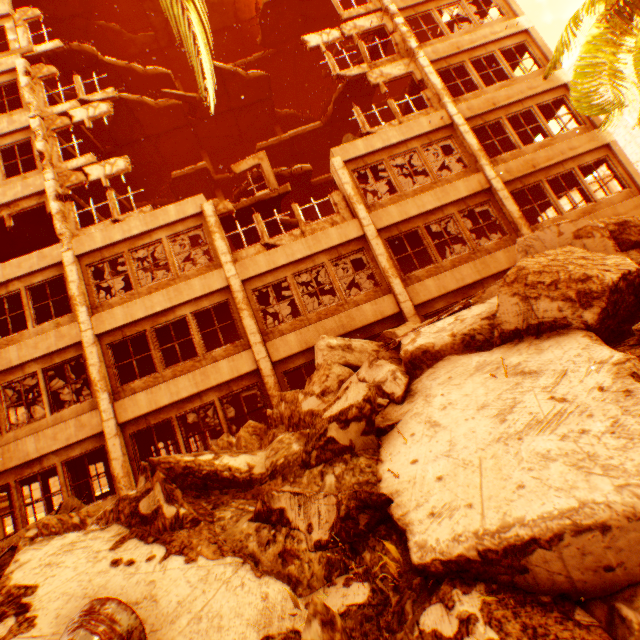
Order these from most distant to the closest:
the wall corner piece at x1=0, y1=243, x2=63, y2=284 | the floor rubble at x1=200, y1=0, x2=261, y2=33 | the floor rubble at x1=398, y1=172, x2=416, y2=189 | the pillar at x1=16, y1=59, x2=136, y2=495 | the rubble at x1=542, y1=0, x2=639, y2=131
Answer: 1. the floor rubble at x1=200, y1=0, x2=261, y2=33
2. the floor rubble at x1=398, y1=172, x2=416, y2=189
3. the wall corner piece at x1=0, y1=243, x2=63, y2=284
4. the pillar at x1=16, y1=59, x2=136, y2=495
5. the rubble at x1=542, y1=0, x2=639, y2=131

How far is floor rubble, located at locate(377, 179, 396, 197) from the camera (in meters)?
15.06

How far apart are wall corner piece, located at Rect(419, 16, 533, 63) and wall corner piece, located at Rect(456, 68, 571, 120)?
2.2 meters

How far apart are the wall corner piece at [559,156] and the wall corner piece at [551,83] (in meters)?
2.24

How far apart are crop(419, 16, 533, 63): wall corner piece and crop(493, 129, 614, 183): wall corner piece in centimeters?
523cm

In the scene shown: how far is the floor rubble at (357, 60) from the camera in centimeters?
1509cm

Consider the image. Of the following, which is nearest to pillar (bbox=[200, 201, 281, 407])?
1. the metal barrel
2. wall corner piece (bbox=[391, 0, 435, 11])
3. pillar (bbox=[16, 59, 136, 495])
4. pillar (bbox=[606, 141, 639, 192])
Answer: pillar (bbox=[16, 59, 136, 495])

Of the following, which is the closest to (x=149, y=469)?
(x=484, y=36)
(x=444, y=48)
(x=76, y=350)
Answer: (x=76, y=350)
